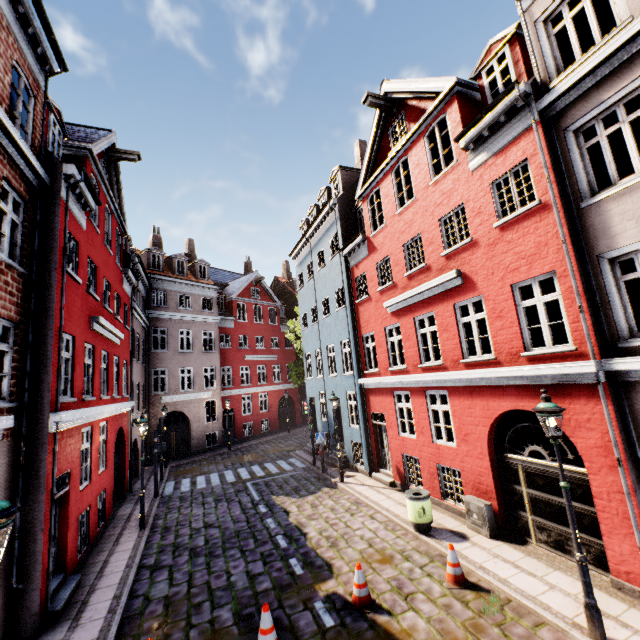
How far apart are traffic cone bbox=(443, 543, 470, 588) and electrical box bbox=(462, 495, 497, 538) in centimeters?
169cm

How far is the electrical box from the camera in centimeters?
861cm

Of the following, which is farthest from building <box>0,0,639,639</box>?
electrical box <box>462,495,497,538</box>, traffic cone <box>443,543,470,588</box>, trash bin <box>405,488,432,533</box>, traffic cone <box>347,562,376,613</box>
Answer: traffic cone <box>347,562,376,613</box>

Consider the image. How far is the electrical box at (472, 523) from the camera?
8.6m

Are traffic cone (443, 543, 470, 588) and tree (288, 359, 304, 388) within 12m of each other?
no

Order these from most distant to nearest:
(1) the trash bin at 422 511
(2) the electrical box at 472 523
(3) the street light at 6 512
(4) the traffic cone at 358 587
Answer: (1) the trash bin at 422 511 → (2) the electrical box at 472 523 → (4) the traffic cone at 358 587 → (3) the street light at 6 512

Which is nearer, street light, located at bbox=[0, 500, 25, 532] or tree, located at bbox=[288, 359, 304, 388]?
street light, located at bbox=[0, 500, 25, 532]

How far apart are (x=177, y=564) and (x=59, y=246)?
9.2 meters
